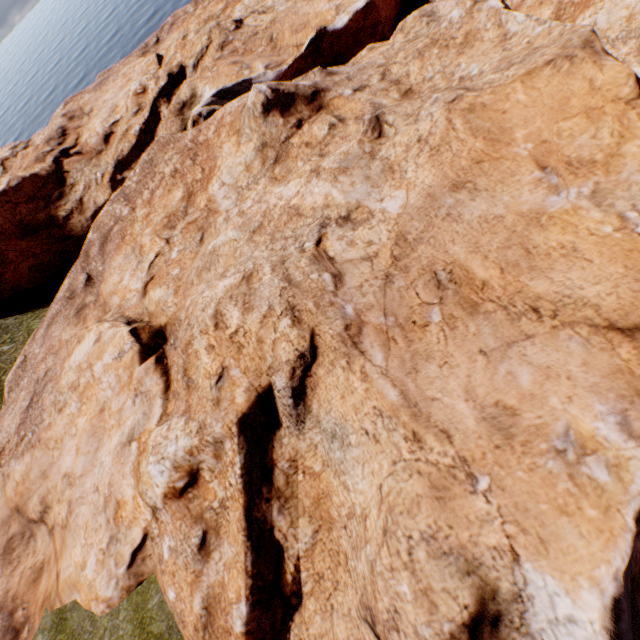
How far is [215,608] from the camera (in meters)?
11.80
